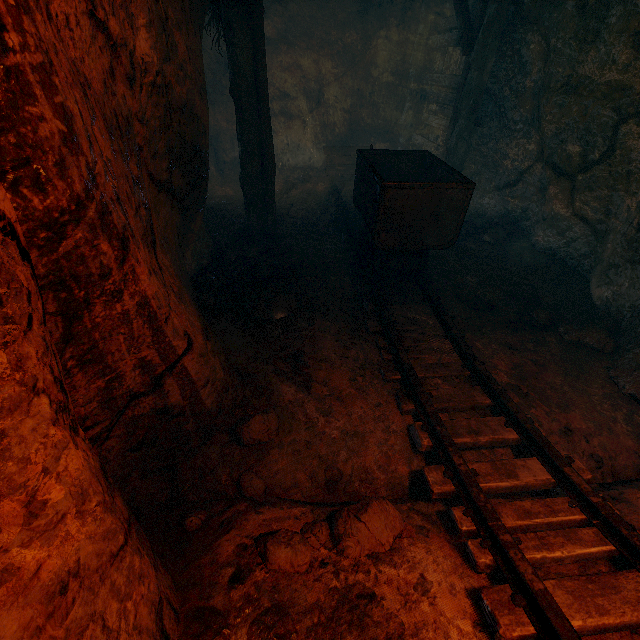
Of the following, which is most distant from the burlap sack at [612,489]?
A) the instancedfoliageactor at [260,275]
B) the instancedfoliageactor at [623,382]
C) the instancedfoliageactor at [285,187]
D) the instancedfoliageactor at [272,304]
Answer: the instancedfoliageactor at [285,187]

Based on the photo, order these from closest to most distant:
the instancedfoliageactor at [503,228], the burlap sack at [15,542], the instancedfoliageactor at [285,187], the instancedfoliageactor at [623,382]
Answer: the burlap sack at [15,542] < the instancedfoliageactor at [623,382] < the instancedfoliageactor at [503,228] < the instancedfoliageactor at [285,187]

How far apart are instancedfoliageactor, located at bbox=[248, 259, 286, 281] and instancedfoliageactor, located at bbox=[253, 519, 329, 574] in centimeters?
299cm

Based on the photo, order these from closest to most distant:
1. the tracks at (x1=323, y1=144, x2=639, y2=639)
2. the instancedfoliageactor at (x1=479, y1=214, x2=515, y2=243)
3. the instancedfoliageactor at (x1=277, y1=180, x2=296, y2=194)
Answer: the tracks at (x1=323, y1=144, x2=639, y2=639) < the instancedfoliageactor at (x1=479, y1=214, x2=515, y2=243) < the instancedfoliageactor at (x1=277, y1=180, x2=296, y2=194)

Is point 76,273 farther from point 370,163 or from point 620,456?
point 620,456

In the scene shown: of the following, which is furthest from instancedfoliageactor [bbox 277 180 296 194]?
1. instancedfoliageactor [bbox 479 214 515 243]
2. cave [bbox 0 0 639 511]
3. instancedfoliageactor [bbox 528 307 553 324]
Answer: instancedfoliageactor [bbox 528 307 553 324]

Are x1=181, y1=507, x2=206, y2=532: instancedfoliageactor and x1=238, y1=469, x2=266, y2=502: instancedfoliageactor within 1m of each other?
yes

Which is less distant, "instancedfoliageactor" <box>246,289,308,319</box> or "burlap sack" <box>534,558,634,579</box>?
"burlap sack" <box>534,558,634,579</box>
